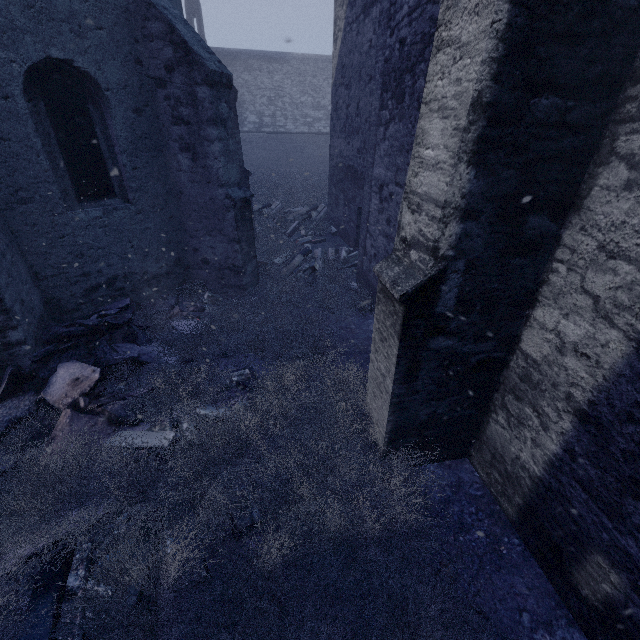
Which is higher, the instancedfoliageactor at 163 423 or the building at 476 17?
the building at 476 17

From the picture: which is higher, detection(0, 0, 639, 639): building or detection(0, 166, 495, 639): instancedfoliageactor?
detection(0, 0, 639, 639): building

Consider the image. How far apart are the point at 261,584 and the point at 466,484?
2.3 meters
